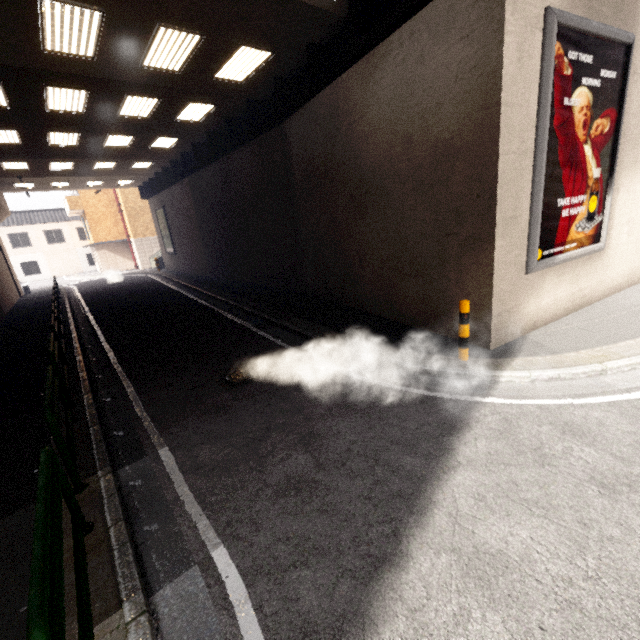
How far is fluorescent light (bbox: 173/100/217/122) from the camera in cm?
1108

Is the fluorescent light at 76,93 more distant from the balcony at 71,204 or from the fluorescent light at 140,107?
the balcony at 71,204

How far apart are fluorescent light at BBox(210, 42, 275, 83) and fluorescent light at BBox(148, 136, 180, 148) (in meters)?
6.28

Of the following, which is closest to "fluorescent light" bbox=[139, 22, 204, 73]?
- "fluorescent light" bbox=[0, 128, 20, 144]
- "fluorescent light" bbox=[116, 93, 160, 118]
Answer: "fluorescent light" bbox=[116, 93, 160, 118]

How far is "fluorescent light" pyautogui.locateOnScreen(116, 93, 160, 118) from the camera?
9.98m

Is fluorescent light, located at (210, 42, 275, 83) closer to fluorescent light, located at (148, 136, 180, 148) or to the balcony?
fluorescent light, located at (148, 136, 180, 148)

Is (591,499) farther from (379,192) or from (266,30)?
(266,30)

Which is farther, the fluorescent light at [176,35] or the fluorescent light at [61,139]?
the fluorescent light at [61,139]
